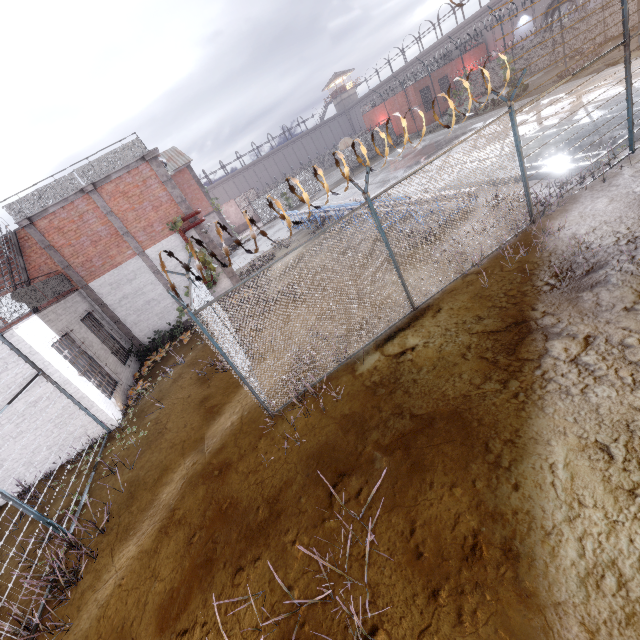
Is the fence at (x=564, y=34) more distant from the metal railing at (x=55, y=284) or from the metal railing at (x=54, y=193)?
the metal railing at (x=54, y=193)

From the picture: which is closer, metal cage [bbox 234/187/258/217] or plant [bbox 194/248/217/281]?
plant [bbox 194/248/217/281]

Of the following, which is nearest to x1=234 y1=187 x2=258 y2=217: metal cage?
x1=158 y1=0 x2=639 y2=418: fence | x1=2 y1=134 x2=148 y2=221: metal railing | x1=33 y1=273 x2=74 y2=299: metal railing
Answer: x1=158 y1=0 x2=639 y2=418: fence

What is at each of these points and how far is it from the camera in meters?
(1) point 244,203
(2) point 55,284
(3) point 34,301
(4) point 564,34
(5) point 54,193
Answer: (1) metal cage, 41.7
(2) metal railing, 12.6
(3) metal railing, 10.6
(4) fence, 28.7
(5) metal railing, 13.1

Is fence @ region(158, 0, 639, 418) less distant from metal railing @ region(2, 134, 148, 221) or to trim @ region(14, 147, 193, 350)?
trim @ region(14, 147, 193, 350)

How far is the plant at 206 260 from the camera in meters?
14.7

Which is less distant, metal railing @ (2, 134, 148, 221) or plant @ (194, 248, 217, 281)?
metal railing @ (2, 134, 148, 221)

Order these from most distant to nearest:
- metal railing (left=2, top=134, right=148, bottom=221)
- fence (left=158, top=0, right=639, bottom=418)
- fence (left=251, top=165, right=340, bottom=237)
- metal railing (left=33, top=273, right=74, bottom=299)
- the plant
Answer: the plant → metal railing (left=2, top=134, right=148, bottom=221) → metal railing (left=33, top=273, right=74, bottom=299) → fence (left=158, top=0, right=639, bottom=418) → fence (left=251, top=165, right=340, bottom=237)
